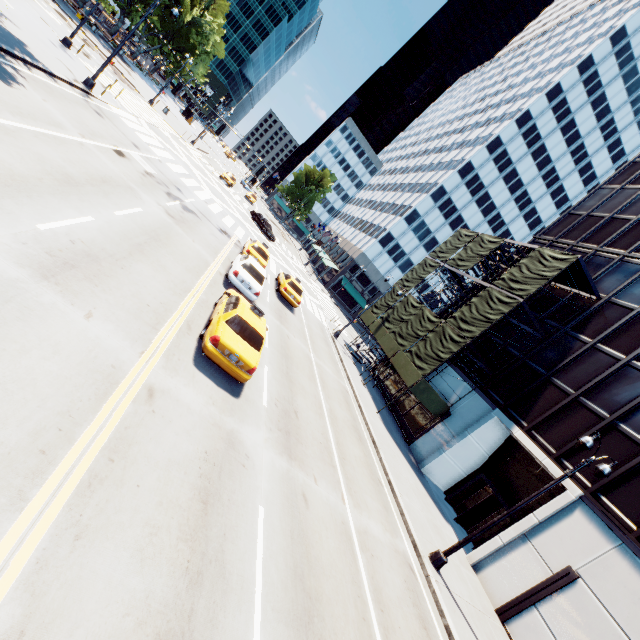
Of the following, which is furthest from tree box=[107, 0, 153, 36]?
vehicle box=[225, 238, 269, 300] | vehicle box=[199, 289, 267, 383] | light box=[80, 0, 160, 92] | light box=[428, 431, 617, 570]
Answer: light box=[428, 431, 617, 570]

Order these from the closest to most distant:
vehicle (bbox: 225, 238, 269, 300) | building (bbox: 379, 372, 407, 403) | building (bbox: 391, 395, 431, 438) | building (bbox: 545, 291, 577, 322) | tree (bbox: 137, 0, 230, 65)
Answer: vehicle (bbox: 225, 238, 269, 300)
building (bbox: 545, 291, 577, 322)
building (bbox: 391, 395, 431, 438)
building (bbox: 379, 372, 407, 403)
tree (bbox: 137, 0, 230, 65)

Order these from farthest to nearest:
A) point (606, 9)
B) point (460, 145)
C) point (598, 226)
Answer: point (460, 145) < point (606, 9) < point (598, 226)

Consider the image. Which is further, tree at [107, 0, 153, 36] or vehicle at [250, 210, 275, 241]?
tree at [107, 0, 153, 36]

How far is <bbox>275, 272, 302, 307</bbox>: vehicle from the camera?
22.5 meters

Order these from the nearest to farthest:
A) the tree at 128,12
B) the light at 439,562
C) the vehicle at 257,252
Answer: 1. the light at 439,562
2. the vehicle at 257,252
3. the tree at 128,12

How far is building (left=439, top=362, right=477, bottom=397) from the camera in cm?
2254

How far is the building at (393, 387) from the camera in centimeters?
2698cm
